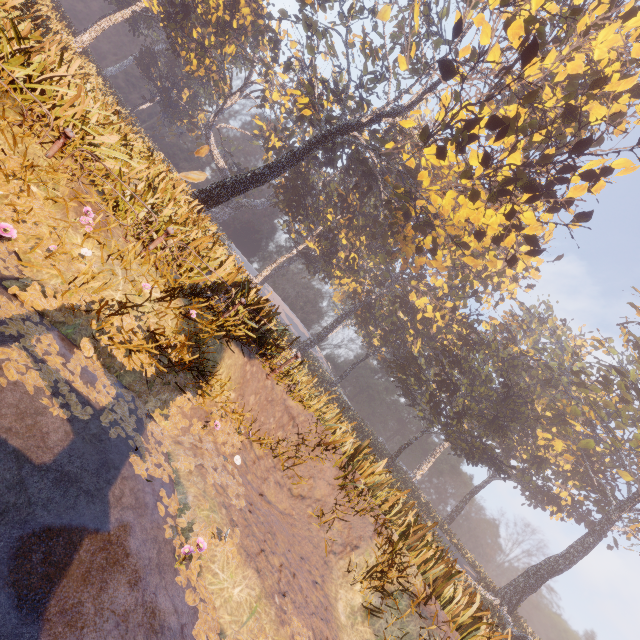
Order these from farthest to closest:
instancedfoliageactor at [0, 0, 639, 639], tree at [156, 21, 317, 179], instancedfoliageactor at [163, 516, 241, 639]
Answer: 1. tree at [156, 21, 317, 179]
2. instancedfoliageactor at [0, 0, 639, 639]
3. instancedfoliageactor at [163, 516, 241, 639]

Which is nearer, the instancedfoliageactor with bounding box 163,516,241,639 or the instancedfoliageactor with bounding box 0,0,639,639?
the instancedfoliageactor with bounding box 163,516,241,639

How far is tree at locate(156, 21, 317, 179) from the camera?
37.00m

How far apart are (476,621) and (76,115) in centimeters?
1580cm

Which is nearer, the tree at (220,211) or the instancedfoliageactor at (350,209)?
the instancedfoliageactor at (350,209)

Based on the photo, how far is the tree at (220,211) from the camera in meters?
49.6

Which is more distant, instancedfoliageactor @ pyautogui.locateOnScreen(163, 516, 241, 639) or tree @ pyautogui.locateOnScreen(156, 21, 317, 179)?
tree @ pyautogui.locateOnScreen(156, 21, 317, 179)
